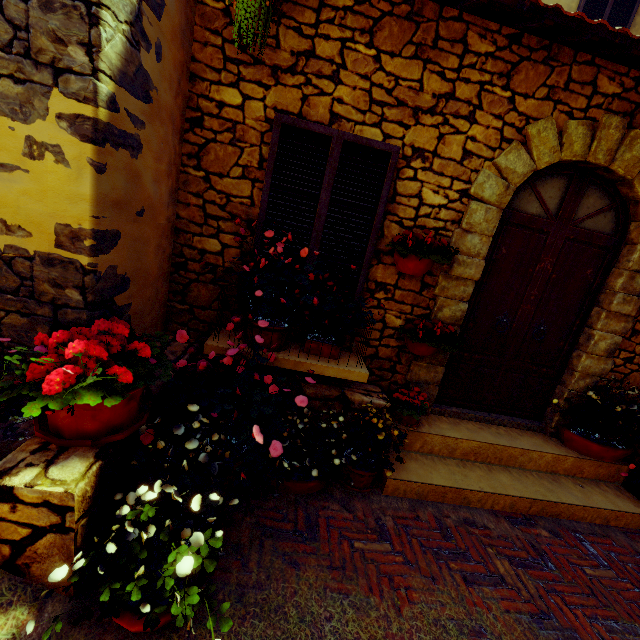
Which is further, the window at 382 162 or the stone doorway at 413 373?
the stone doorway at 413 373

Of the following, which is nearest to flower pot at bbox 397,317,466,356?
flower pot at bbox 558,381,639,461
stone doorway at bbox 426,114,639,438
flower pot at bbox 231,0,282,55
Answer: stone doorway at bbox 426,114,639,438

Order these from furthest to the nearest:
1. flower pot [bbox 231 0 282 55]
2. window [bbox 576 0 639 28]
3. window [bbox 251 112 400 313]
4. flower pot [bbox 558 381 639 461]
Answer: window [bbox 576 0 639 28]
flower pot [bbox 558 381 639 461]
window [bbox 251 112 400 313]
flower pot [bbox 231 0 282 55]

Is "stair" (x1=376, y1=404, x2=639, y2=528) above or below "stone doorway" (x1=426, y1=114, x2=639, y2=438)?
below

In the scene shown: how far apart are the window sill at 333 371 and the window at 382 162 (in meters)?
0.33

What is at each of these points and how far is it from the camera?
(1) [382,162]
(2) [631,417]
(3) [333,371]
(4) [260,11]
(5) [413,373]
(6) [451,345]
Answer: (1) window, 2.9m
(2) flower pot, 3.4m
(3) window sill, 3.0m
(4) flower pot, 2.2m
(5) stone doorway, 3.5m
(6) flower pot, 3.1m

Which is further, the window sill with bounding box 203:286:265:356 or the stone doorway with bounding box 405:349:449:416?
the stone doorway with bounding box 405:349:449:416

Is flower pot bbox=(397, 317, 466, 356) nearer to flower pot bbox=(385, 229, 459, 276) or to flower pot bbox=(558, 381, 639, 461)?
flower pot bbox=(385, 229, 459, 276)
